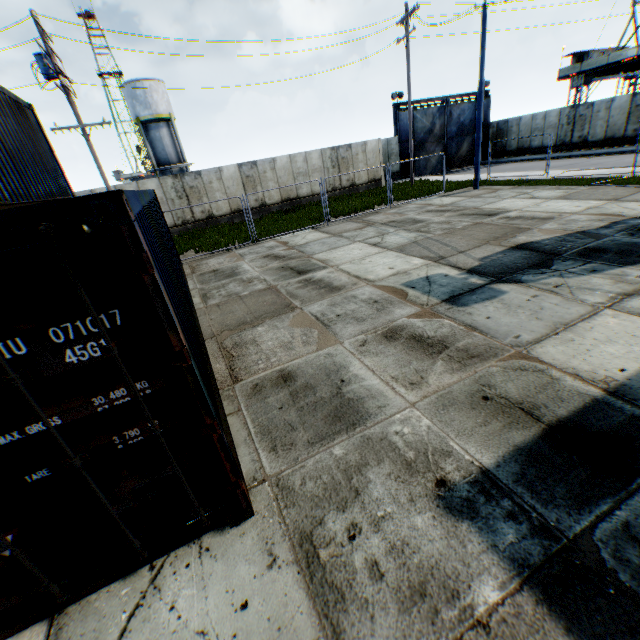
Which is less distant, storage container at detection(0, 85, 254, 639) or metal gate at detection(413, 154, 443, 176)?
storage container at detection(0, 85, 254, 639)

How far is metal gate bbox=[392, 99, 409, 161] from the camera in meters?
27.8 m

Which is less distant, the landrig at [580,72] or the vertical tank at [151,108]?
the landrig at [580,72]

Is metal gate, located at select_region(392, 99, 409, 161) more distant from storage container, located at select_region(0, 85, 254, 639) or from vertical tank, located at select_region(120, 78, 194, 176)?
storage container, located at select_region(0, 85, 254, 639)

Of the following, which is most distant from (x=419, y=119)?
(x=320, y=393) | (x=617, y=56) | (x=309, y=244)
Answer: (x=320, y=393)

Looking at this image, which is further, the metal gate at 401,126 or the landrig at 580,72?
the landrig at 580,72

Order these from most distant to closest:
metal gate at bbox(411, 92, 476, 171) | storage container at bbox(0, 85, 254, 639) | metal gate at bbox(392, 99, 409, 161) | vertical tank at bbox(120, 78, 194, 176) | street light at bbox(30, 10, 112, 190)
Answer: vertical tank at bbox(120, 78, 194, 176) → metal gate at bbox(411, 92, 476, 171) → metal gate at bbox(392, 99, 409, 161) → street light at bbox(30, 10, 112, 190) → storage container at bbox(0, 85, 254, 639)

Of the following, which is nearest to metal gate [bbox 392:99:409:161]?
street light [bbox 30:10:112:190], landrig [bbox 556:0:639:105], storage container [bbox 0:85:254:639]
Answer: landrig [bbox 556:0:639:105]
